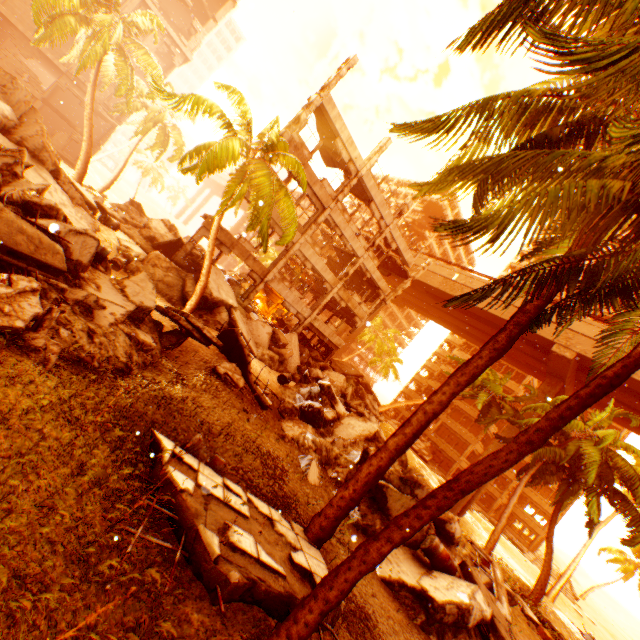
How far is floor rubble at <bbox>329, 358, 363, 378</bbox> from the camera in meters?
28.7

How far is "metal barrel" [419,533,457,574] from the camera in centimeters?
845cm

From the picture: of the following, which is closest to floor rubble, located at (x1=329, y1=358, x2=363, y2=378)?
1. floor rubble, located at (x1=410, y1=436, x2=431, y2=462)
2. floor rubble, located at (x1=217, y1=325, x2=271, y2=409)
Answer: floor rubble, located at (x1=410, y1=436, x2=431, y2=462)

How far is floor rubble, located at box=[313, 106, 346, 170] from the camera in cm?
1872

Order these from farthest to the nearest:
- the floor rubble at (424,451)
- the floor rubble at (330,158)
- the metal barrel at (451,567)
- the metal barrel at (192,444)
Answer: the floor rubble at (424,451), the floor rubble at (330,158), the metal barrel at (451,567), the metal barrel at (192,444)

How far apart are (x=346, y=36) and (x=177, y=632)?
29.3m

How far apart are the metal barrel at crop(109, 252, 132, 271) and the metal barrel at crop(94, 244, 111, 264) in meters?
3.8

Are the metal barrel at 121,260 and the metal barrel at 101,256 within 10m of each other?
yes
